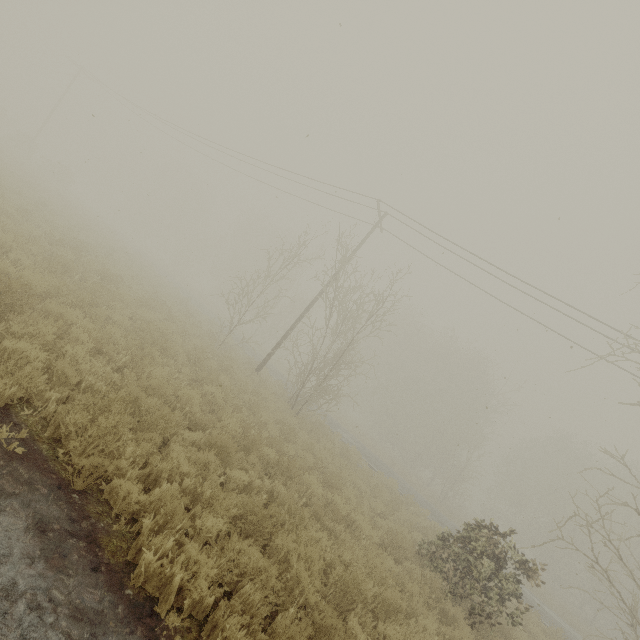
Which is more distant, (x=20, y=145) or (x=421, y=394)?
(x=421, y=394)
